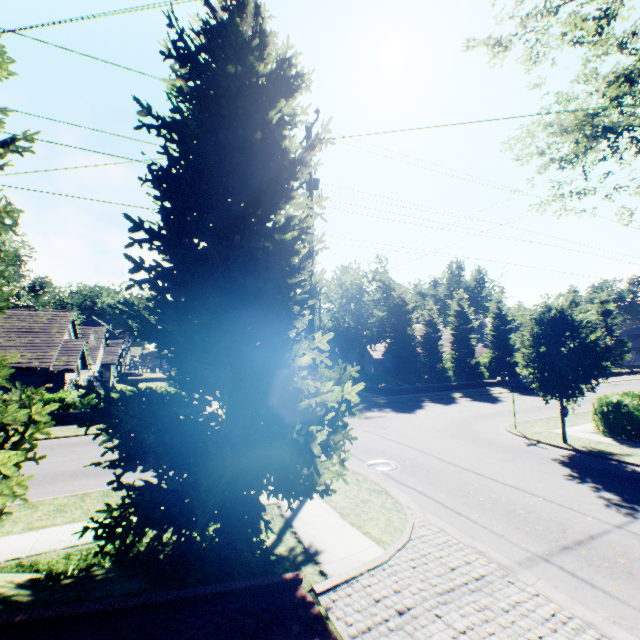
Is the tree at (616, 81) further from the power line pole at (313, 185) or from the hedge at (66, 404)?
the hedge at (66, 404)

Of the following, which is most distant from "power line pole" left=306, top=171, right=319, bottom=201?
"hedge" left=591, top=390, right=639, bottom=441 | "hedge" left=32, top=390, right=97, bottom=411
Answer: "hedge" left=32, top=390, right=97, bottom=411

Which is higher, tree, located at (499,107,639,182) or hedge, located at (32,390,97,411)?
tree, located at (499,107,639,182)

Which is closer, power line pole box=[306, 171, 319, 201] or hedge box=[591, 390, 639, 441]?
power line pole box=[306, 171, 319, 201]

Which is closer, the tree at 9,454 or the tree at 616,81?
the tree at 9,454

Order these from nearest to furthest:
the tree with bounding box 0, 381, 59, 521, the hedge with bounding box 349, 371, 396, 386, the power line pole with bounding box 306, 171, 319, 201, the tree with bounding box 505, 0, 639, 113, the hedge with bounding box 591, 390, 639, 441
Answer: the tree with bounding box 0, 381, 59, 521
the power line pole with bounding box 306, 171, 319, 201
the tree with bounding box 505, 0, 639, 113
the hedge with bounding box 591, 390, 639, 441
the hedge with bounding box 349, 371, 396, 386

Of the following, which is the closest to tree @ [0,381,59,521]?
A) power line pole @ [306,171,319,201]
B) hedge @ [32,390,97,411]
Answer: power line pole @ [306,171,319,201]

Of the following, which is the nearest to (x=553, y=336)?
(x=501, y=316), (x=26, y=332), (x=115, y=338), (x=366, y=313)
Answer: (x=501, y=316)
